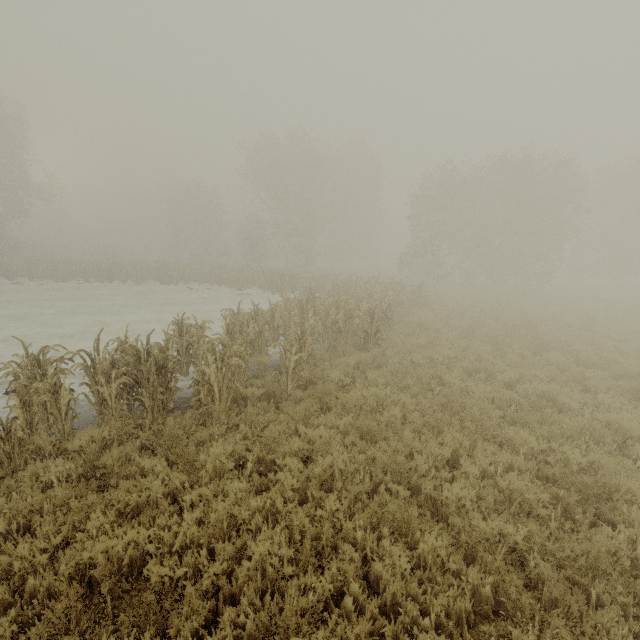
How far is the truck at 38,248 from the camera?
47.7m

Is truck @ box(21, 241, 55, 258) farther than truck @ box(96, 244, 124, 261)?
No

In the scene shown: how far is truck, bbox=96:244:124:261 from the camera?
50.0m

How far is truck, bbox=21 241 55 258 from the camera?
47.7 meters

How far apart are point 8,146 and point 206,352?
39.83m

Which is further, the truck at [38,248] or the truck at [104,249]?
the truck at [104,249]
